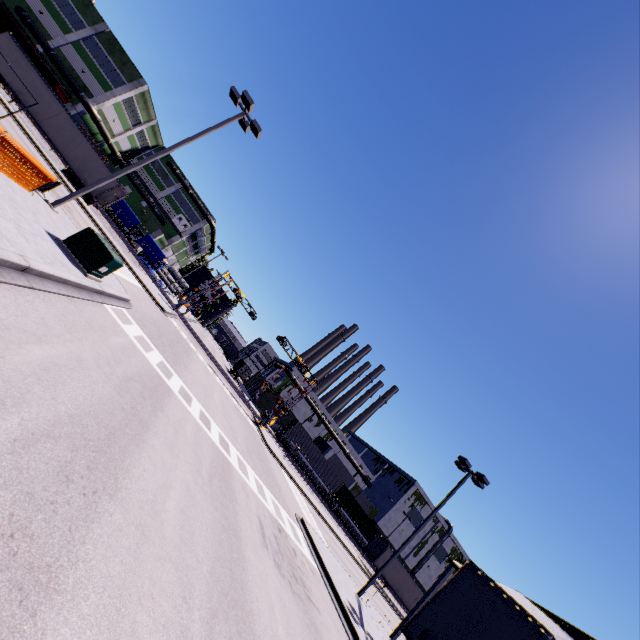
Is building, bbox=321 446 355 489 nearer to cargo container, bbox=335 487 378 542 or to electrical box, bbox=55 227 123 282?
cargo container, bbox=335 487 378 542

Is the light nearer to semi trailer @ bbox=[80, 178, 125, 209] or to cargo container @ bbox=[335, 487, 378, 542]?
cargo container @ bbox=[335, 487, 378, 542]

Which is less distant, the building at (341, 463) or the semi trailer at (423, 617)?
the semi trailer at (423, 617)

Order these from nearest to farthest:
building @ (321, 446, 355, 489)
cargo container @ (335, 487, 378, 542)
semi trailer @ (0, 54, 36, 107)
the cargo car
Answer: semi trailer @ (0, 54, 36, 107) < the cargo car < cargo container @ (335, 487, 378, 542) < building @ (321, 446, 355, 489)

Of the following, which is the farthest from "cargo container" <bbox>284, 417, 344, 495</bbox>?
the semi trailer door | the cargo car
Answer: the cargo car

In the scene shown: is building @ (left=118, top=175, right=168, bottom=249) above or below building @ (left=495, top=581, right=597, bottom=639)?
below

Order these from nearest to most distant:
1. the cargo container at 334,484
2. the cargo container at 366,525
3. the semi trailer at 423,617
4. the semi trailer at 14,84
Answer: the semi trailer at 423,617, the semi trailer at 14,84, the cargo container at 334,484, the cargo container at 366,525

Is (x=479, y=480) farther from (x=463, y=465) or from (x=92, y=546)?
(x=92, y=546)
